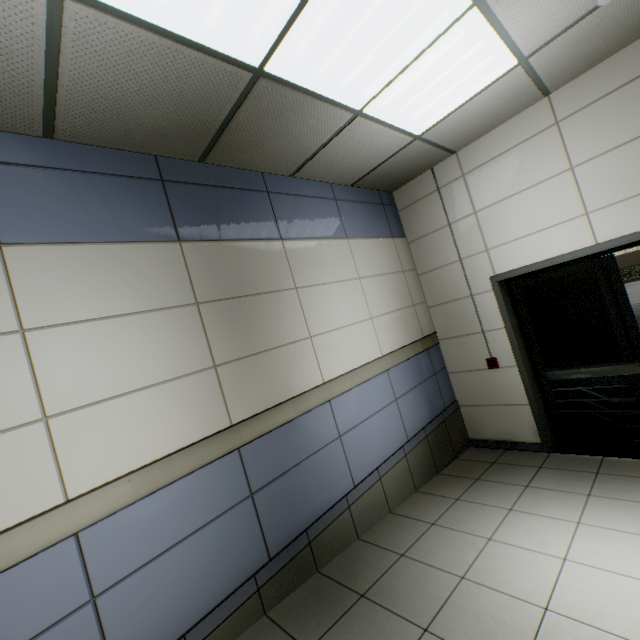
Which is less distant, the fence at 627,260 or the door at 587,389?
the door at 587,389

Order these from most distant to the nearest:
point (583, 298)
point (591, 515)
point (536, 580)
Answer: point (583, 298) < point (591, 515) < point (536, 580)

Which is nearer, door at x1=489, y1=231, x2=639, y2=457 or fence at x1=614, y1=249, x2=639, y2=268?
door at x1=489, y1=231, x2=639, y2=457
